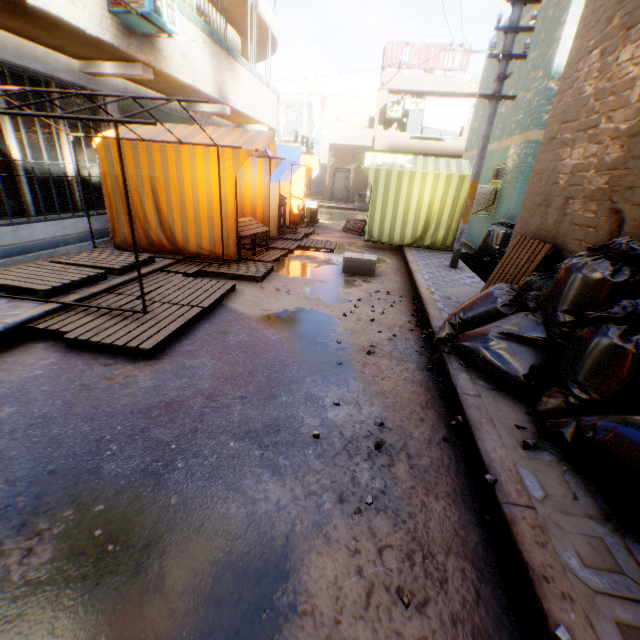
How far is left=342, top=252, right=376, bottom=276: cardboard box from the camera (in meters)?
6.99

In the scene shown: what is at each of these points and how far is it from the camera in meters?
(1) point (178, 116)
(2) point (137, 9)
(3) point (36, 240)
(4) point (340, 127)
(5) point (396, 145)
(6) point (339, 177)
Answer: (1) building, 9.2
(2) air conditioner, 4.9
(3) building, 5.8
(4) building, 46.6
(5) balcony, 18.0
(6) door, 25.7

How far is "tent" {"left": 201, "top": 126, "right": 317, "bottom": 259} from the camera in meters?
6.1

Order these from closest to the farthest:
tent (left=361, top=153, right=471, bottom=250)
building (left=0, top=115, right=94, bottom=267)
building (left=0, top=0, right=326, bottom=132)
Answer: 1. building (left=0, top=0, right=326, bottom=132)
2. building (left=0, top=115, right=94, bottom=267)
3. tent (left=361, top=153, right=471, bottom=250)

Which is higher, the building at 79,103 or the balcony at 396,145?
the balcony at 396,145

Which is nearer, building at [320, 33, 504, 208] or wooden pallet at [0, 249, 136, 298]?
wooden pallet at [0, 249, 136, 298]

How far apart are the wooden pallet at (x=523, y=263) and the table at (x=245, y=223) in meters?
4.5 m

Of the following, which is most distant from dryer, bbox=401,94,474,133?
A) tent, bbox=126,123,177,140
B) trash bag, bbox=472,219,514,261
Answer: trash bag, bbox=472,219,514,261
